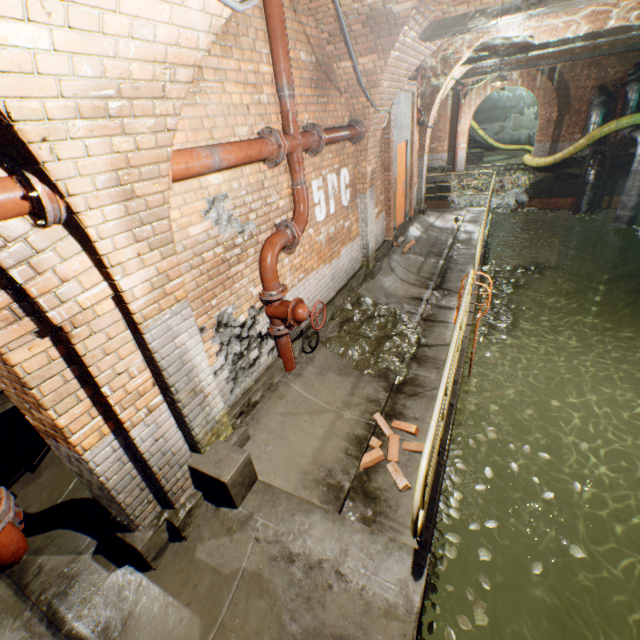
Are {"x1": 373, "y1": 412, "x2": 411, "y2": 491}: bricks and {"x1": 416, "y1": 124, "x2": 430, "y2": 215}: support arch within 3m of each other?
no

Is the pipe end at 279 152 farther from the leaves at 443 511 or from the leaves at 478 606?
the leaves at 478 606

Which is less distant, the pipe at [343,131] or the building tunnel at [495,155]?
the pipe at [343,131]

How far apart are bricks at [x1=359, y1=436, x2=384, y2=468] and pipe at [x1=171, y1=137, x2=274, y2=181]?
3.3 meters

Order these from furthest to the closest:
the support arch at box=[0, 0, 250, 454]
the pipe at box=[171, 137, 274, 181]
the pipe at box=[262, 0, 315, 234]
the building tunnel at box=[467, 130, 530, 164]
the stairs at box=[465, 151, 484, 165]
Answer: the building tunnel at box=[467, 130, 530, 164], the stairs at box=[465, 151, 484, 165], the pipe at box=[262, 0, 315, 234], the pipe at box=[171, 137, 274, 181], the support arch at box=[0, 0, 250, 454]

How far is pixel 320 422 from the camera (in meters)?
4.06

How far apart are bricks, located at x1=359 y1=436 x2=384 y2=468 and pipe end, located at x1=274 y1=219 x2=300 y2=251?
2.4m

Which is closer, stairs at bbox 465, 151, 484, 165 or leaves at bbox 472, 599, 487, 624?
leaves at bbox 472, 599, 487, 624
